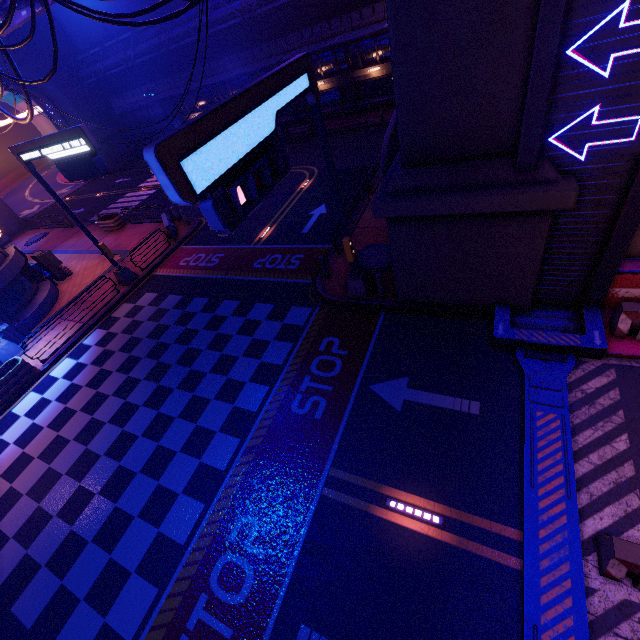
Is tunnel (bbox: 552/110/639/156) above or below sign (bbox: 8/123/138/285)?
below

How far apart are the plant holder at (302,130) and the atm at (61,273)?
20.8m

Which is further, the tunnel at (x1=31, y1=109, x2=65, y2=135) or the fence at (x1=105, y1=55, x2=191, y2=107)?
the tunnel at (x1=31, y1=109, x2=65, y2=135)

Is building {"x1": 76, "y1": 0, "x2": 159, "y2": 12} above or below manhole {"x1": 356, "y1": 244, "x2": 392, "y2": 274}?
above

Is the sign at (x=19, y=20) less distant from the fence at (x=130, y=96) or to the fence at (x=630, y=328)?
the fence at (x=630, y=328)

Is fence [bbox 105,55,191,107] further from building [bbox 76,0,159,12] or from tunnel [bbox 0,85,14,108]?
tunnel [bbox 0,85,14,108]

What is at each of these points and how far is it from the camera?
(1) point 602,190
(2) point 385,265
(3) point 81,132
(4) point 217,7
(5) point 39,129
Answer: (1) tunnel, 6.96m
(2) manhole, 12.66m
(3) sign, 10.98m
(4) pipe, 26.66m
(5) tunnel, 44.03m

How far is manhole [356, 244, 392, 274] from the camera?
12.63m
